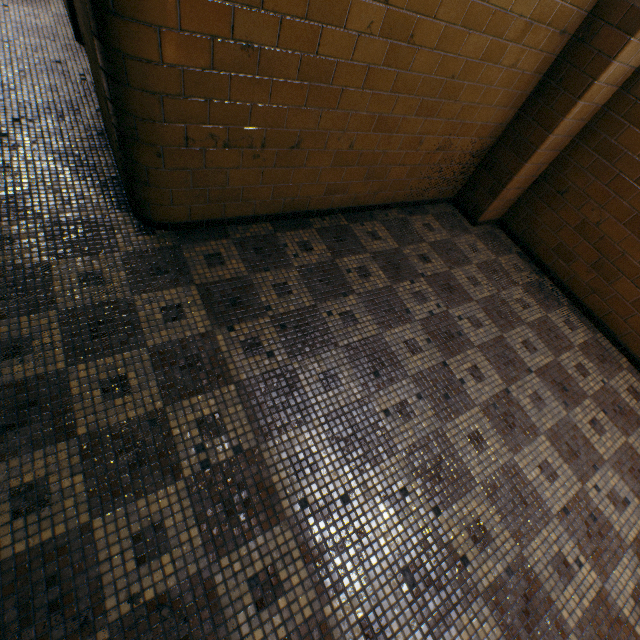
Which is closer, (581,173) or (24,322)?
(24,322)
